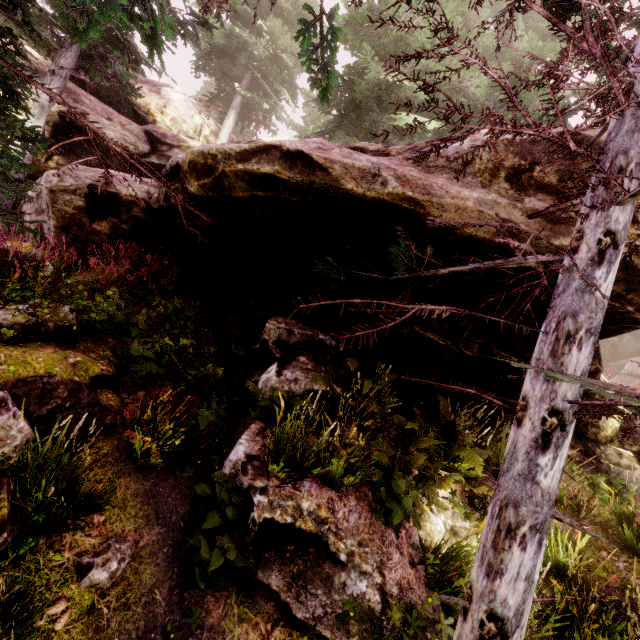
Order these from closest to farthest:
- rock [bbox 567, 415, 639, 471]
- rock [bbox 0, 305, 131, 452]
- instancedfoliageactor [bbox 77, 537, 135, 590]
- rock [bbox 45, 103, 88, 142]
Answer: instancedfoliageactor [bbox 77, 537, 135, 590] < rock [bbox 0, 305, 131, 452] < rock [bbox 567, 415, 639, 471] < rock [bbox 45, 103, 88, 142]

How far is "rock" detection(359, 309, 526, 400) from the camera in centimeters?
530cm

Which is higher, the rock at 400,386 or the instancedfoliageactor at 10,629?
the rock at 400,386

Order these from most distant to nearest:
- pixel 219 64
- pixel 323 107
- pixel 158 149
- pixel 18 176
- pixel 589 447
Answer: pixel 219 64 < pixel 323 107 < pixel 158 149 < pixel 18 176 < pixel 589 447

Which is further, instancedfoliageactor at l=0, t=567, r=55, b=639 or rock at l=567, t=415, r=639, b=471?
rock at l=567, t=415, r=639, b=471

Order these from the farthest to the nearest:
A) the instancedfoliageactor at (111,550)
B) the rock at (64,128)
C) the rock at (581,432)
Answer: the rock at (64,128) → the rock at (581,432) → the instancedfoliageactor at (111,550)

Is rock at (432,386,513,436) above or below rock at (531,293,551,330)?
below
